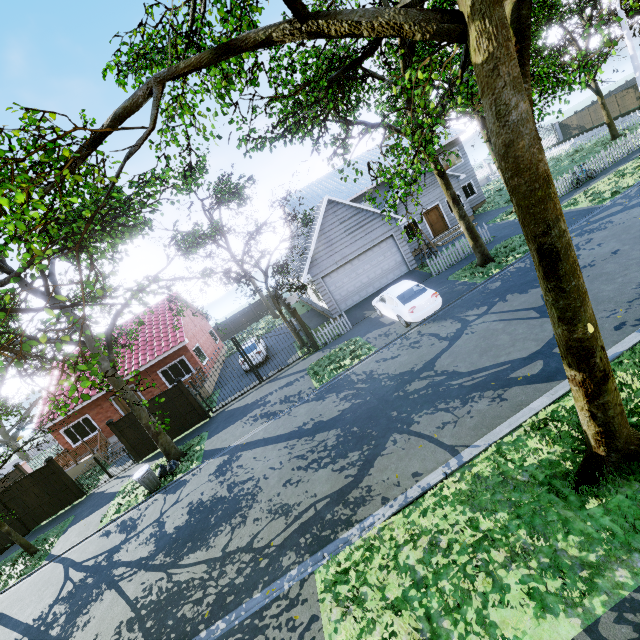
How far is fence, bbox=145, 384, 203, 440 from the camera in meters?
15.9 m

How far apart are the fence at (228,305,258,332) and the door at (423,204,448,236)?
22.4 meters

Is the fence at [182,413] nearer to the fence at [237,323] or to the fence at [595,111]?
the fence at [595,111]

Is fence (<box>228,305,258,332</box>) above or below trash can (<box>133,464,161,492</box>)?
above

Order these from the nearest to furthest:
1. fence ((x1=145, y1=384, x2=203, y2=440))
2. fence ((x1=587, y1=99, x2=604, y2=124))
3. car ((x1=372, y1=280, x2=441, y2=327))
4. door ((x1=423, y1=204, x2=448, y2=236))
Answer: car ((x1=372, y1=280, x2=441, y2=327)), fence ((x1=145, y1=384, x2=203, y2=440)), door ((x1=423, y1=204, x2=448, y2=236)), fence ((x1=587, y1=99, x2=604, y2=124))

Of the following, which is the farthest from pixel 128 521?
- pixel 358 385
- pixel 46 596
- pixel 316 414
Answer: pixel 358 385

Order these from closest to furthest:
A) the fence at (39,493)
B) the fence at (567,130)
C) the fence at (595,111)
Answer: the fence at (39,493) < the fence at (595,111) < the fence at (567,130)

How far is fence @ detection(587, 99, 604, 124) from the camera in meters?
36.3
